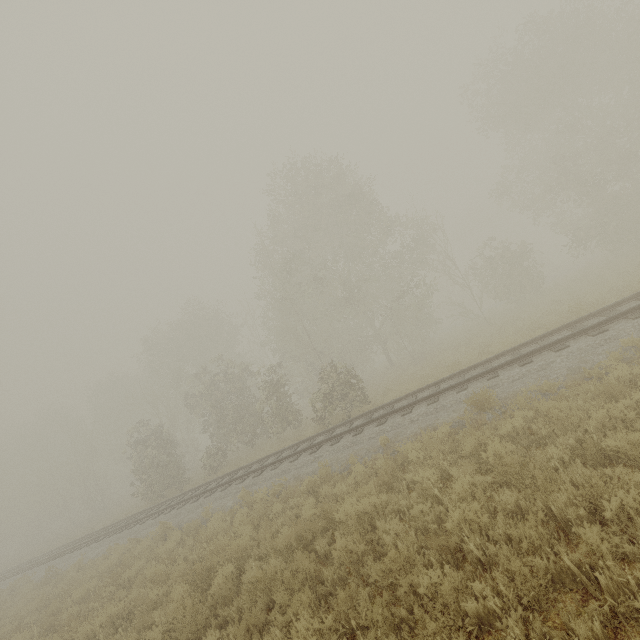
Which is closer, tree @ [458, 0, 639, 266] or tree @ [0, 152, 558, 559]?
tree @ [458, 0, 639, 266]

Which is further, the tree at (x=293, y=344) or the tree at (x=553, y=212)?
the tree at (x=293, y=344)

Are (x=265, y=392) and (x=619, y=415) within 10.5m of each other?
no
